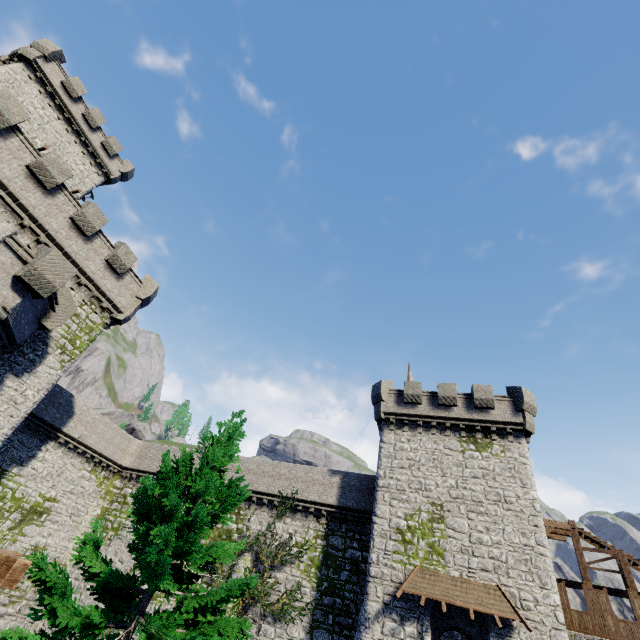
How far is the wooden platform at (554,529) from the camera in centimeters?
2074cm

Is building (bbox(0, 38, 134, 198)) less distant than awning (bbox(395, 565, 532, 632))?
No

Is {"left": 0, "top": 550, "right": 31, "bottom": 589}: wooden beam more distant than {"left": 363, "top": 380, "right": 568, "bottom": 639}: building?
No

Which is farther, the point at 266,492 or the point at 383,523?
the point at 266,492

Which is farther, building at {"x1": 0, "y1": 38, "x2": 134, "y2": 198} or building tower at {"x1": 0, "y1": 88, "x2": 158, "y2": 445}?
building at {"x1": 0, "y1": 38, "x2": 134, "y2": 198}

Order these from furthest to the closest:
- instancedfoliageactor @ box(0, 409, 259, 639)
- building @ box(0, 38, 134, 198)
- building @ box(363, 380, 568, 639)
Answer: building @ box(0, 38, 134, 198) < building @ box(363, 380, 568, 639) < instancedfoliageactor @ box(0, 409, 259, 639)

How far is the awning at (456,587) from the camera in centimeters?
1603cm

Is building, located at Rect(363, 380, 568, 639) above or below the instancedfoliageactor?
above
